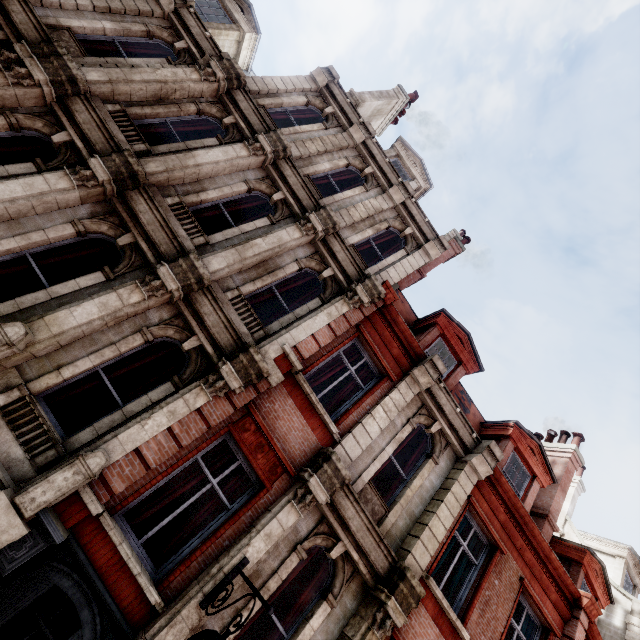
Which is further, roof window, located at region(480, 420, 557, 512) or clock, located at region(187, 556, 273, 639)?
roof window, located at region(480, 420, 557, 512)

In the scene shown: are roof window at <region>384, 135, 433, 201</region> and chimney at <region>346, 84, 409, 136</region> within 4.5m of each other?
yes

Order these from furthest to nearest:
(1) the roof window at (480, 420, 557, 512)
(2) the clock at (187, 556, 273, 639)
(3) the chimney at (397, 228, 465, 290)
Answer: (3) the chimney at (397, 228, 465, 290) → (1) the roof window at (480, 420, 557, 512) → (2) the clock at (187, 556, 273, 639)

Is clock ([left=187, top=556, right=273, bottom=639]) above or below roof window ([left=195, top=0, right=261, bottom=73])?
below

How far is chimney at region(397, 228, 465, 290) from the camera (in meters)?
13.01

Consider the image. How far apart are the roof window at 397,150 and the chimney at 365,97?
2.0m

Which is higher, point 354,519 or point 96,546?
point 354,519

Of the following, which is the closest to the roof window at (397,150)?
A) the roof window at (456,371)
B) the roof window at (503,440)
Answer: the roof window at (456,371)
